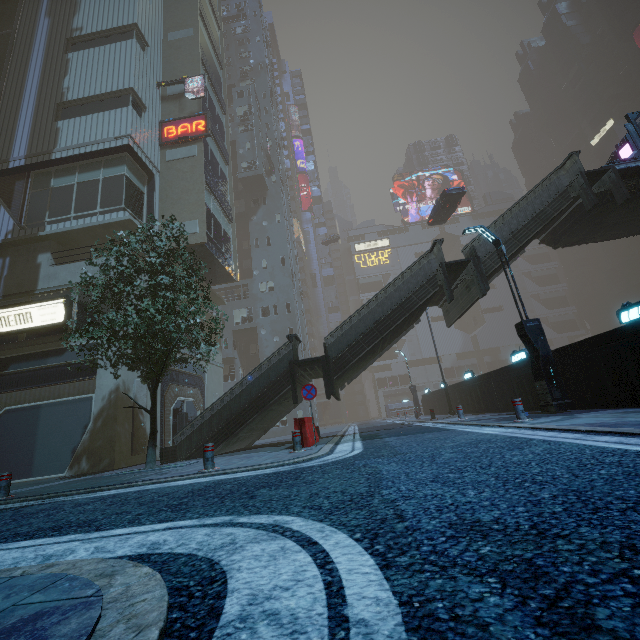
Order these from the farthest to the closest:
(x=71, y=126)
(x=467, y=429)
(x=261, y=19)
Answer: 1. (x=261, y=19)
2. (x=71, y=126)
3. (x=467, y=429)

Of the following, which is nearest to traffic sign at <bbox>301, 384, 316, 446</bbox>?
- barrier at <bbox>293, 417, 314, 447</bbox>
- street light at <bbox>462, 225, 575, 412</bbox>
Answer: barrier at <bbox>293, 417, 314, 447</bbox>

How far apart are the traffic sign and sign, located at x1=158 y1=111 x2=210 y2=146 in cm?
2002

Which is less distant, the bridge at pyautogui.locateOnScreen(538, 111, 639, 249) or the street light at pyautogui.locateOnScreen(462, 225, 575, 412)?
the street light at pyautogui.locateOnScreen(462, 225, 575, 412)

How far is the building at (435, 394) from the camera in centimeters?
2464cm

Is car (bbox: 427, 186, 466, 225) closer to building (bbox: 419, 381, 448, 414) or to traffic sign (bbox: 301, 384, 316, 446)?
building (bbox: 419, 381, 448, 414)

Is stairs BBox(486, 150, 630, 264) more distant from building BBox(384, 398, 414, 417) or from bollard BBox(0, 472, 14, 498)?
bollard BBox(0, 472, 14, 498)

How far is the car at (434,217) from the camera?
24.5m
